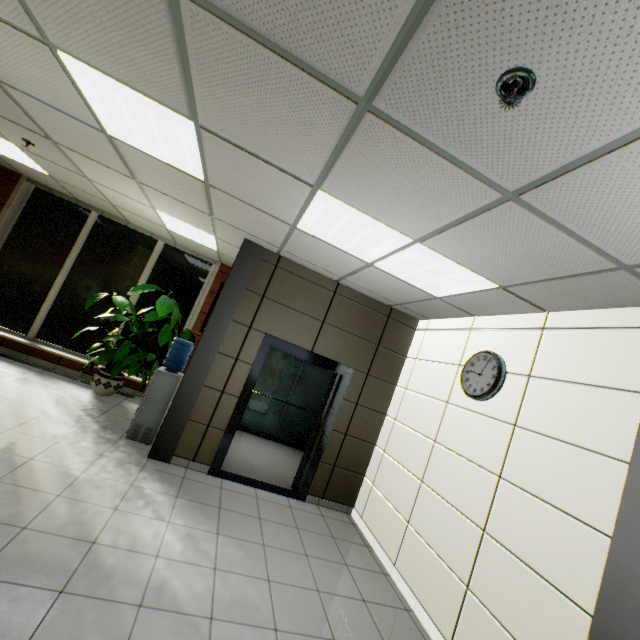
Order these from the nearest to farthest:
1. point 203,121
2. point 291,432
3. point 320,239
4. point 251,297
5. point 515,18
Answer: point 515,18 < point 203,121 < point 320,239 < point 251,297 < point 291,432

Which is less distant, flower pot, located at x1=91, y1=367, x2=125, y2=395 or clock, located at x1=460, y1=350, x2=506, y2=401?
clock, located at x1=460, y1=350, x2=506, y2=401

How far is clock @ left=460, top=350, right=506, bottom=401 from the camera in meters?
3.4

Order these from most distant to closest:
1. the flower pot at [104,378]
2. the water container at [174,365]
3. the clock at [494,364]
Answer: the flower pot at [104,378], the water container at [174,365], the clock at [494,364]

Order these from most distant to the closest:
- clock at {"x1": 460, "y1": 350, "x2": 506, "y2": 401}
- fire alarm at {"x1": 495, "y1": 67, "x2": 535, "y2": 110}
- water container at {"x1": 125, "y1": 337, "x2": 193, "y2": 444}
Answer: water container at {"x1": 125, "y1": 337, "x2": 193, "y2": 444}, clock at {"x1": 460, "y1": 350, "x2": 506, "y2": 401}, fire alarm at {"x1": 495, "y1": 67, "x2": 535, "y2": 110}

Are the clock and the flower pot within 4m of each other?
no

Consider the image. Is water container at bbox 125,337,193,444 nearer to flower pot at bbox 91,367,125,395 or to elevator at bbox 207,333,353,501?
flower pot at bbox 91,367,125,395

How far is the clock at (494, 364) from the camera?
3.4m
